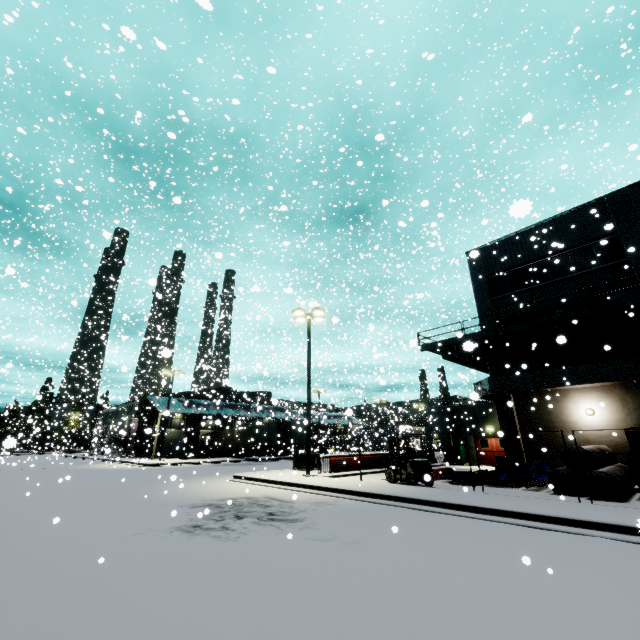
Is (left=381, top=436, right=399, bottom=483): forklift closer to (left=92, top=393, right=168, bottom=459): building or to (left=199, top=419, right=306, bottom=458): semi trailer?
(left=92, top=393, right=168, bottom=459): building

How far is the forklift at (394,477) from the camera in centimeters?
1581cm

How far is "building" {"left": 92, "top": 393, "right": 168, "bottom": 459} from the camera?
36.6 meters

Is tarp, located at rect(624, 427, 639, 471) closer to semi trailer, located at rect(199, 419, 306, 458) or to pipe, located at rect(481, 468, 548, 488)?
semi trailer, located at rect(199, 419, 306, 458)

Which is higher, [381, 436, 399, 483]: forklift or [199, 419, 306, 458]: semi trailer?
[199, 419, 306, 458]: semi trailer

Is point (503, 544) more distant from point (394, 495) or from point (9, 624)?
point (9, 624)

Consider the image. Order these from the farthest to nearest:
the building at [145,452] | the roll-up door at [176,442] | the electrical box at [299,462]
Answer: the roll-up door at [176,442], the building at [145,452], the electrical box at [299,462]

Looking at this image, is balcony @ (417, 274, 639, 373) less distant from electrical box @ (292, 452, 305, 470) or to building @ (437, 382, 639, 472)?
building @ (437, 382, 639, 472)
